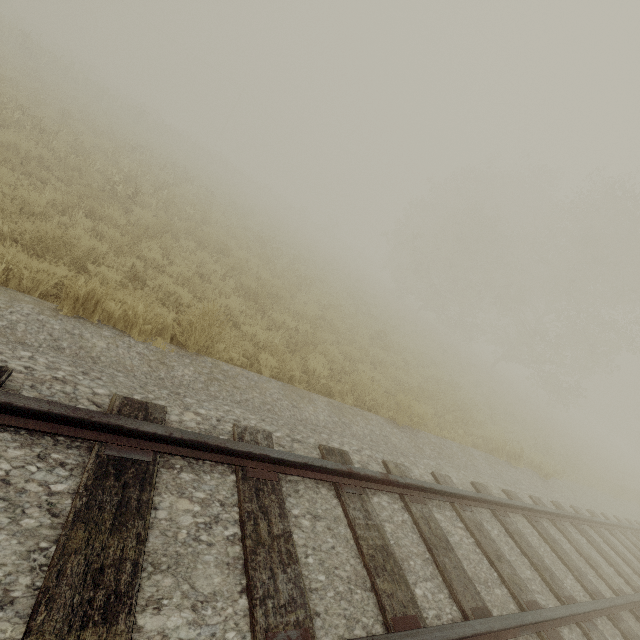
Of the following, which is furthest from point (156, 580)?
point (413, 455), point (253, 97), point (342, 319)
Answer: Answer: point (253, 97)
